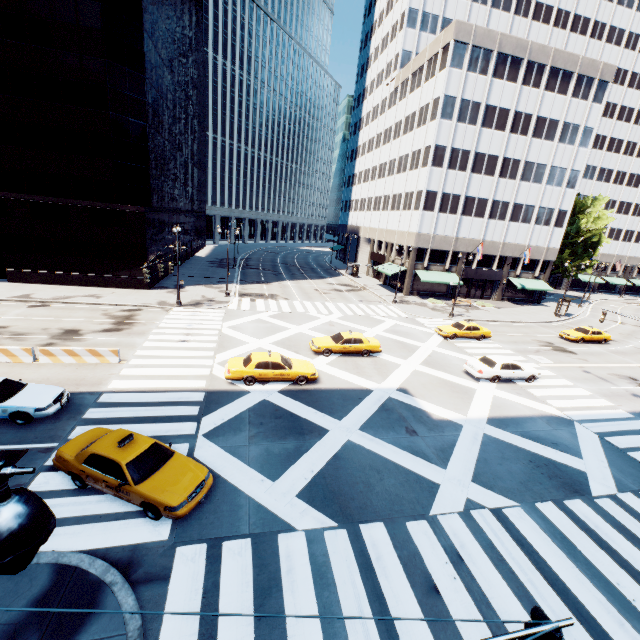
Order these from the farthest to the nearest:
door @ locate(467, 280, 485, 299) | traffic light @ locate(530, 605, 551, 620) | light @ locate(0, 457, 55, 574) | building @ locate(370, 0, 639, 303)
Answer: door @ locate(467, 280, 485, 299)
building @ locate(370, 0, 639, 303)
traffic light @ locate(530, 605, 551, 620)
light @ locate(0, 457, 55, 574)

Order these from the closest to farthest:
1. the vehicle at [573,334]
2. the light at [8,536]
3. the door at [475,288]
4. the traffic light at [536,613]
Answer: the light at [8,536], the traffic light at [536,613], the vehicle at [573,334], the door at [475,288]

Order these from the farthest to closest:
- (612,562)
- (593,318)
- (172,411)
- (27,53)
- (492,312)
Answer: (593,318), (492,312), (27,53), (172,411), (612,562)

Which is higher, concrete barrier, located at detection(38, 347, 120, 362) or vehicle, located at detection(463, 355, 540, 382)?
vehicle, located at detection(463, 355, 540, 382)

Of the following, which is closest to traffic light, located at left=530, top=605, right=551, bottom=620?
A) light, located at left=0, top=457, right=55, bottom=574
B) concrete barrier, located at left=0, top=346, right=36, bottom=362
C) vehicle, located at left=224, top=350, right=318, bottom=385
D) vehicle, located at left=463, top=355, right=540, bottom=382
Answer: light, located at left=0, top=457, right=55, bottom=574

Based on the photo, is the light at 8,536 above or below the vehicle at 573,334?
above

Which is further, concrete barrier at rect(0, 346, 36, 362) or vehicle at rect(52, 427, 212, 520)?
concrete barrier at rect(0, 346, 36, 362)

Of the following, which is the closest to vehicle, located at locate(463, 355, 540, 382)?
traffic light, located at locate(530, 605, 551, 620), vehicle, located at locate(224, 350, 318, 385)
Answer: vehicle, located at locate(224, 350, 318, 385)
